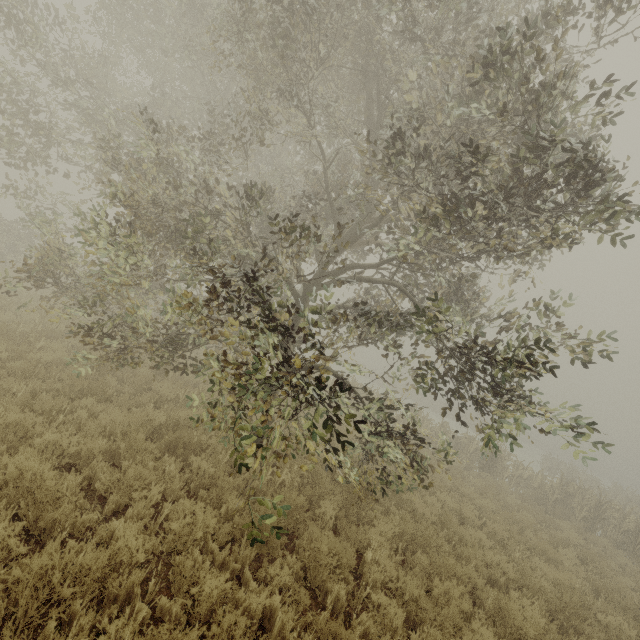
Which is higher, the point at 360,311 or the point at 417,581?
the point at 360,311
